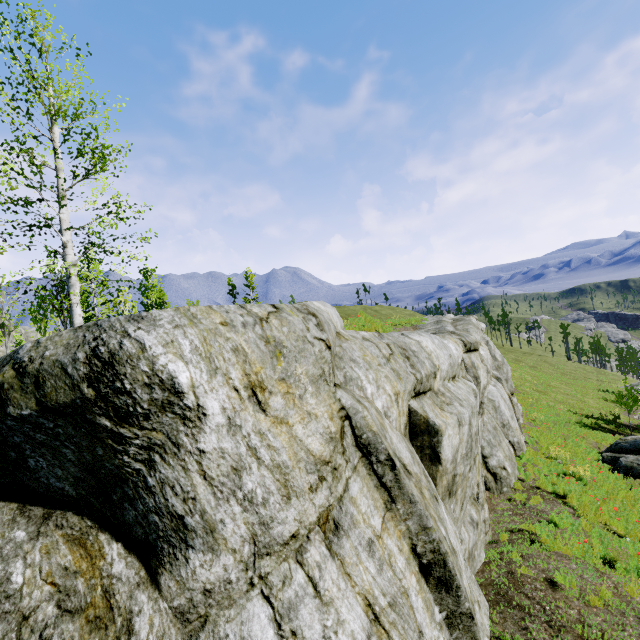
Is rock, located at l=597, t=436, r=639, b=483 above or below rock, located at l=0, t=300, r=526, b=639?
below

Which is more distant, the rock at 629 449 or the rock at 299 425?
the rock at 629 449

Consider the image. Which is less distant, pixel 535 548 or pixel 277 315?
pixel 277 315

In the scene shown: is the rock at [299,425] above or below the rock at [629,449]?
above

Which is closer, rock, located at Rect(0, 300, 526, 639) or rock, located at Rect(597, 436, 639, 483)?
rock, located at Rect(0, 300, 526, 639)
